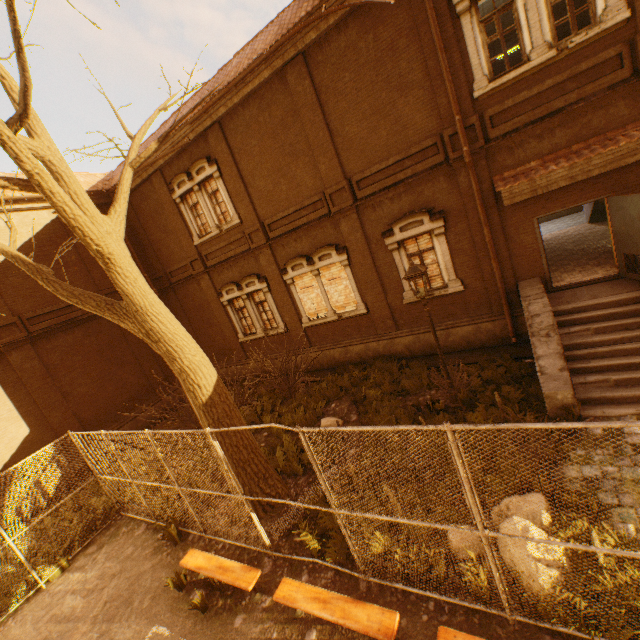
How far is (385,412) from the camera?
9.0 meters

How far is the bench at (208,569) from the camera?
5.46m

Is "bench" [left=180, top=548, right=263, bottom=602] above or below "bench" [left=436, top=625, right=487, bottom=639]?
above

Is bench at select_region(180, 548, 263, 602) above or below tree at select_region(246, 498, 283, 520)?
above

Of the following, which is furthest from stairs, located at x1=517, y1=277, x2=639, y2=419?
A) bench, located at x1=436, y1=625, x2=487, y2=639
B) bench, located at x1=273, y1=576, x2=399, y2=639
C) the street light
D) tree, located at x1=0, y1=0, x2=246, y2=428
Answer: bench, located at x1=273, y1=576, x2=399, y2=639

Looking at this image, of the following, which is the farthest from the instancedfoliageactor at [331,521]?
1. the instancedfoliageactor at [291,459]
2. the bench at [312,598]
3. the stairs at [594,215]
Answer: the stairs at [594,215]

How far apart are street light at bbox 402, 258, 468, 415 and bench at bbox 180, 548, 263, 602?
5.3m

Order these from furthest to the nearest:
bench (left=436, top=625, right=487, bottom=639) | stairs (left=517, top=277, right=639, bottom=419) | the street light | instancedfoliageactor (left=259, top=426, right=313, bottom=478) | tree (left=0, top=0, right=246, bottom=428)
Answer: instancedfoliageactor (left=259, top=426, right=313, bottom=478)
the street light
stairs (left=517, top=277, right=639, bottom=419)
tree (left=0, top=0, right=246, bottom=428)
bench (left=436, top=625, right=487, bottom=639)
